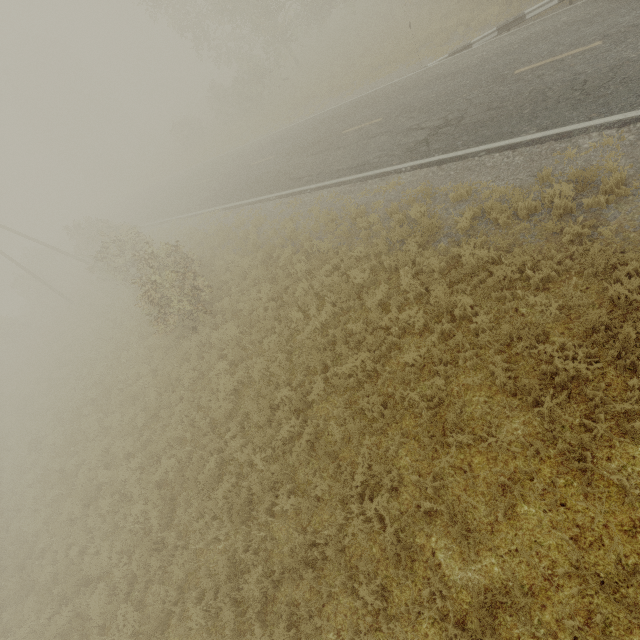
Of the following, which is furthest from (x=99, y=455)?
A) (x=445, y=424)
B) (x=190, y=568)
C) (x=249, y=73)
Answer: (x=249, y=73)
